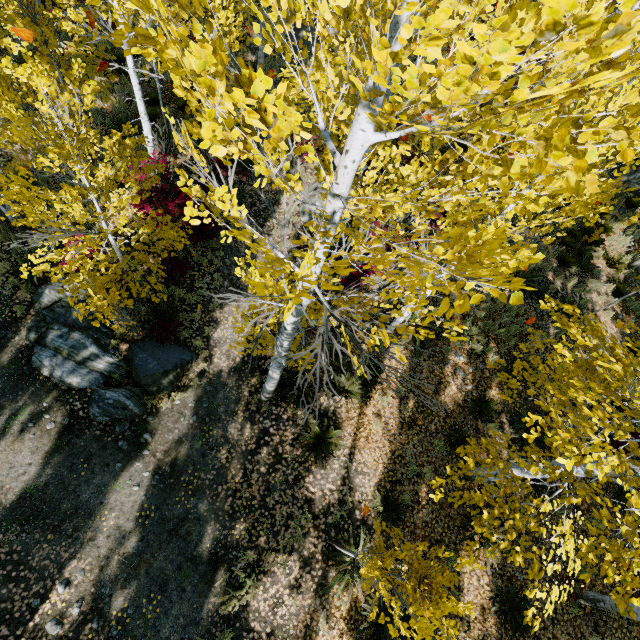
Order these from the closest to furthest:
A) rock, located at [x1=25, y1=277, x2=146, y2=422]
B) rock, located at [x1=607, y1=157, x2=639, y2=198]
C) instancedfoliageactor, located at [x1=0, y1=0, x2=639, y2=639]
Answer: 1. instancedfoliageactor, located at [x1=0, y1=0, x2=639, y2=639]
2. rock, located at [x1=25, y1=277, x2=146, y2=422]
3. rock, located at [x1=607, y1=157, x2=639, y2=198]

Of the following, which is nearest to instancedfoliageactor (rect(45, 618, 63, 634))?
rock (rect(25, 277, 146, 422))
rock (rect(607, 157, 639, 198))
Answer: rock (rect(607, 157, 639, 198))

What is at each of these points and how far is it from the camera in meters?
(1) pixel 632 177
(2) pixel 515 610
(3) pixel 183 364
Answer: (1) rock, 13.5 m
(2) instancedfoliageactor, 6.8 m
(3) rock, 8.1 m

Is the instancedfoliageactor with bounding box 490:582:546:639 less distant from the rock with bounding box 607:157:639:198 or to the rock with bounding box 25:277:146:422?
the rock with bounding box 607:157:639:198

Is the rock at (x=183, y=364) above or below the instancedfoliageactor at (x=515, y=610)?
below

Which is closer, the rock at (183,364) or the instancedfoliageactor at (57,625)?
the instancedfoliageactor at (57,625)
